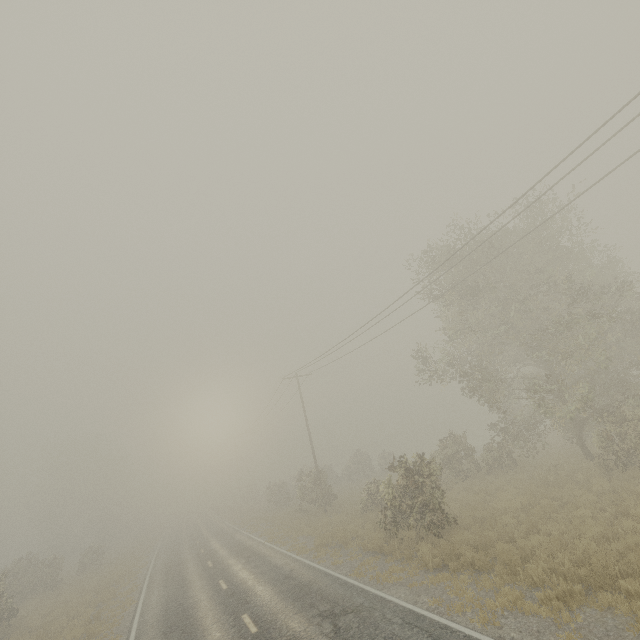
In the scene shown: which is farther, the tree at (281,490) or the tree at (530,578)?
the tree at (281,490)

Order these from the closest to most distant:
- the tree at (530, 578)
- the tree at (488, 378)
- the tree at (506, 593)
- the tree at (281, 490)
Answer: the tree at (506, 593)
the tree at (530, 578)
the tree at (281, 490)
the tree at (488, 378)

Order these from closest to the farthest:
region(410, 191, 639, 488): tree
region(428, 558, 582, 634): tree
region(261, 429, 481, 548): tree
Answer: region(428, 558, 582, 634): tree → region(261, 429, 481, 548): tree → region(410, 191, 639, 488): tree

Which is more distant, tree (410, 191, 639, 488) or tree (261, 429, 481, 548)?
tree (410, 191, 639, 488)

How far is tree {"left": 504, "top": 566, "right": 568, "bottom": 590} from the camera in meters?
8.2 m

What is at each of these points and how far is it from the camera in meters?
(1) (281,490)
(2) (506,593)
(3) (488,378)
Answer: (1) tree, 35.8 m
(2) tree, 8.2 m
(3) tree, 18.6 m
